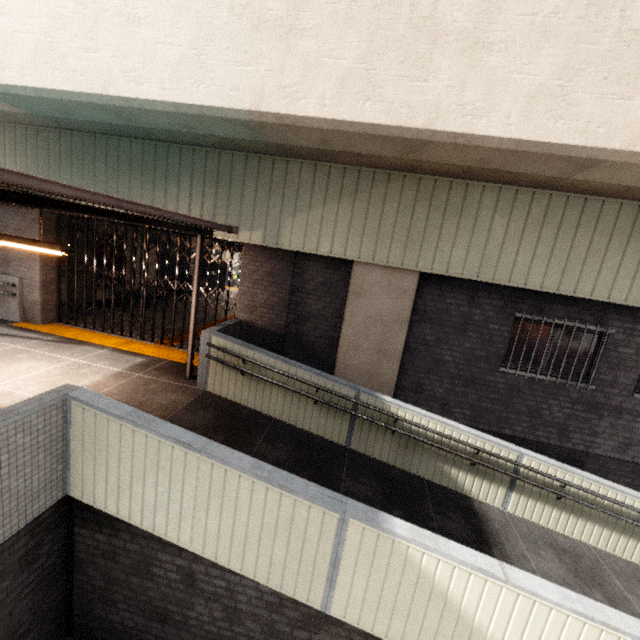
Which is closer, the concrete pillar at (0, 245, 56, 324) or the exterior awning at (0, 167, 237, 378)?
the exterior awning at (0, 167, 237, 378)

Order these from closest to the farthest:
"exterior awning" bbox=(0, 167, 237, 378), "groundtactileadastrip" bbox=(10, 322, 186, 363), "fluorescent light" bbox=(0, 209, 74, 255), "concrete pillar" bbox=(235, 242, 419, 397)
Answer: "exterior awning" bbox=(0, 167, 237, 378) → "fluorescent light" bbox=(0, 209, 74, 255) → "concrete pillar" bbox=(235, 242, 419, 397) → "groundtactileadastrip" bbox=(10, 322, 186, 363)

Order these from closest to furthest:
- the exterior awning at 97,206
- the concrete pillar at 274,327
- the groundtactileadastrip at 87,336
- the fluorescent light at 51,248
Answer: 1. the exterior awning at 97,206
2. the fluorescent light at 51,248
3. the concrete pillar at 274,327
4. the groundtactileadastrip at 87,336

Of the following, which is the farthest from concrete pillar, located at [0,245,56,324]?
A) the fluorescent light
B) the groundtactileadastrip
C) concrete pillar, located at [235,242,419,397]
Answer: concrete pillar, located at [235,242,419,397]

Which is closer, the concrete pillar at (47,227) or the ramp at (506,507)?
the ramp at (506,507)

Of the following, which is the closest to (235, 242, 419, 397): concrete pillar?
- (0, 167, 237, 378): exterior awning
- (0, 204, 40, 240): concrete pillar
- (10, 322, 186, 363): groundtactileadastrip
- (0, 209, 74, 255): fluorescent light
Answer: (10, 322, 186, 363): groundtactileadastrip

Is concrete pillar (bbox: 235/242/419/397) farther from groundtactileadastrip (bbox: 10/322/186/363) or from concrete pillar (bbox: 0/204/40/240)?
concrete pillar (bbox: 0/204/40/240)

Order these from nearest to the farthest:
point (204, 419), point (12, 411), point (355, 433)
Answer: point (12, 411) → point (204, 419) → point (355, 433)
